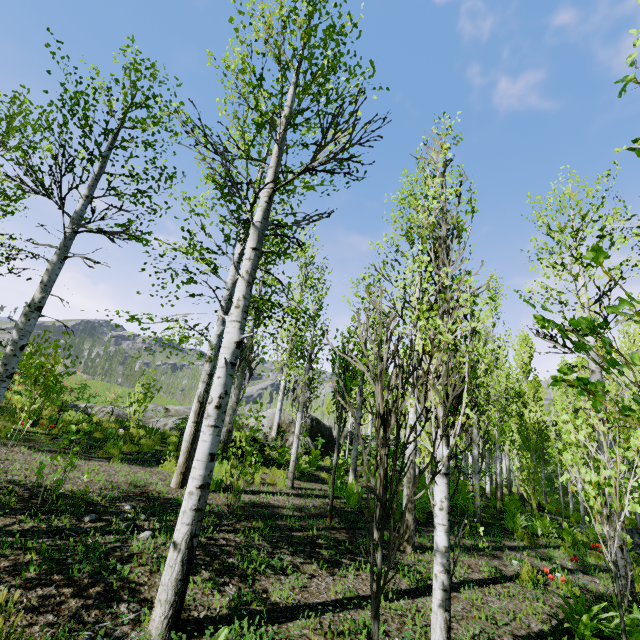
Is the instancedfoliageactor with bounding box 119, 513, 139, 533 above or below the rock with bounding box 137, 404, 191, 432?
below

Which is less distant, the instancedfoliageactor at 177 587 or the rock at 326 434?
the instancedfoliageactor at 177 587

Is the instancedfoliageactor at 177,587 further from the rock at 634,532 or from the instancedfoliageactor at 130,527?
the instancedfoliageactor at 130,527

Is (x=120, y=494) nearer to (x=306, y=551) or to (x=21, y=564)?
(x=21, y=564)

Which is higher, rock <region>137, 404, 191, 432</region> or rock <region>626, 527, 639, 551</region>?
rock <region>137, 404, 191, 432</region>

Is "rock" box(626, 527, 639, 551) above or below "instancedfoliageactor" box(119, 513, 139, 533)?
below

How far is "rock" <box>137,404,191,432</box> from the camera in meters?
13.9

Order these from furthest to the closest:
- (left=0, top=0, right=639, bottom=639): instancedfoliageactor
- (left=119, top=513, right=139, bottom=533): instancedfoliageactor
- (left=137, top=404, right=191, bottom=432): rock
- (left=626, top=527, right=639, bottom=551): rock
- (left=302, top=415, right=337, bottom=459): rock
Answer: (left=302, top=415, right=337, bottom=459): rock
(left=137, top=404, right=191, bottom=432): rock
(left=626, top=527, right=639, bottom=551): rock
(left=119, top=513, right=139, bottom=533): instancedfoliageactor
(left=0, top=0, right=639, bottom=639): instancedfoliageactor
